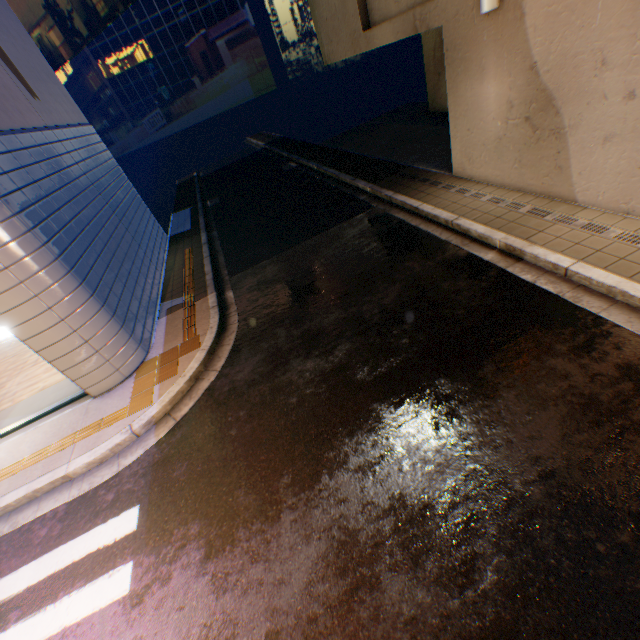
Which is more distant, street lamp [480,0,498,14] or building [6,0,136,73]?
building [6,0,136,73]

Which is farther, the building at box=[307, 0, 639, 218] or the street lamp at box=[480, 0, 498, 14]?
the street lamp at box=[480, 0, 498, 14]

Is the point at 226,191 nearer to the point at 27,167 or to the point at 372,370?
the point at 27,167

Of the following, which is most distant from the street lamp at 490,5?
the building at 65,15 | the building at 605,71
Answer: the building at 65,15

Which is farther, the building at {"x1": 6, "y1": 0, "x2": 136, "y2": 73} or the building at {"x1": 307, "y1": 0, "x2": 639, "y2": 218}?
the building at {"x1": 6, "y1": 0, "x2": 136, "y2": 73}

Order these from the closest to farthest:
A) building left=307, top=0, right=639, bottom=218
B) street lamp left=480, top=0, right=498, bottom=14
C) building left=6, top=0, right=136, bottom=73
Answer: building left=307, top=0, right=639, bottom=218, street lamp left=480, top=0, right=498, bottom=14, building left=6, top=0, right=136, bottom=73

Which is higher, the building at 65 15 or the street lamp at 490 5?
the building at 65 15

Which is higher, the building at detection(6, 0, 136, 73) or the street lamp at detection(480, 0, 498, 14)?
the building at detection(6, 0, 136, 73)
